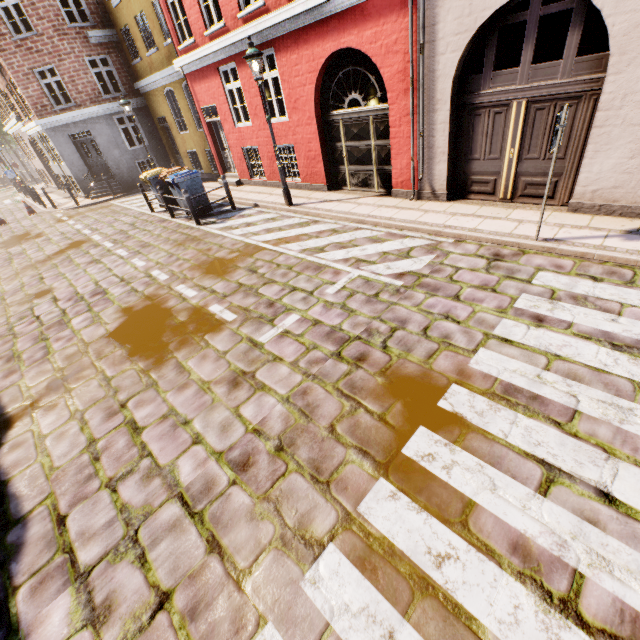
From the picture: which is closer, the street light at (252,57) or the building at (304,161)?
the building at (304,161)

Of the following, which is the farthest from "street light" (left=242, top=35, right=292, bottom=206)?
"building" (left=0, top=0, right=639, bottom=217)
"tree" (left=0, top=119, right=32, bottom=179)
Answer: "building" (left=0, top=0, right=639, bottom=217)

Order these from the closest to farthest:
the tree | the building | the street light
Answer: the building → the street light → the tree

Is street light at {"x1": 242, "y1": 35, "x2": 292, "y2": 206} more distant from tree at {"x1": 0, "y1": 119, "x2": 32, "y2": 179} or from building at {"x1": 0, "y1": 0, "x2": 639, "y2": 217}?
building at {"x1": 0, "y1": 0, "x2": 639, "y2": 217}

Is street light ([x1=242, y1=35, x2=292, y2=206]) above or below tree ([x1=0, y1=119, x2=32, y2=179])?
below

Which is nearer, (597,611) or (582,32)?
(597,611)

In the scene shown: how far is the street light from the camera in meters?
7.6

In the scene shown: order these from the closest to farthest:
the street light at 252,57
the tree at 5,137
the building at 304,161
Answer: the building at 304,161
the street light at 252,57
the tree at 5,137
